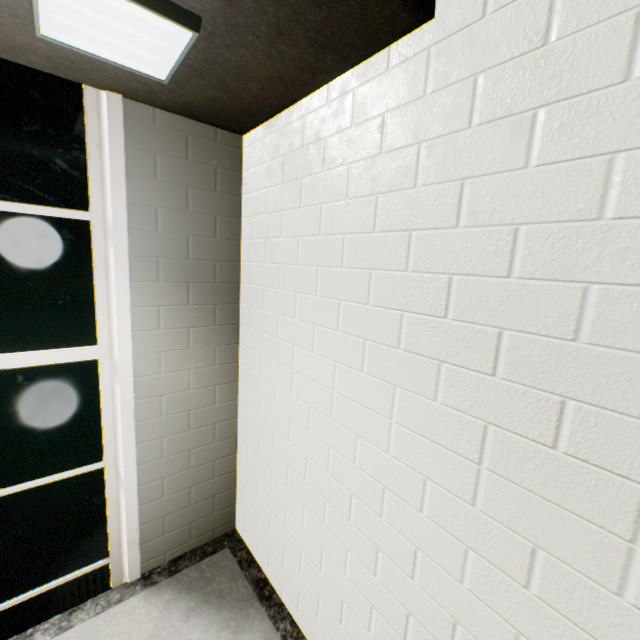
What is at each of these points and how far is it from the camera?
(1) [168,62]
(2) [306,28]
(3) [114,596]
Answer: (1) lamp, 1.5m
(2) stairs, 1.3m
(3) stairs, 2.3m

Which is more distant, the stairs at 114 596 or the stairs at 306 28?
the stairs at 114 596

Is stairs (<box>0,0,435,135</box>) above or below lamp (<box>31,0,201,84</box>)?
above

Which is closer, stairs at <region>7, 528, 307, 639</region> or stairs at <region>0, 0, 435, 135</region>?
stairs at <region>0, 0, 435, 135</region>

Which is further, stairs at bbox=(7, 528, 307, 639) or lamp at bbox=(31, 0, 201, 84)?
stairs at bbox=(7, 528, 307, 639)

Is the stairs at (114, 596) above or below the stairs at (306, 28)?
below

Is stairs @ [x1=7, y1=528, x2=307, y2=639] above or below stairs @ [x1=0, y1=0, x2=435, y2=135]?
below
